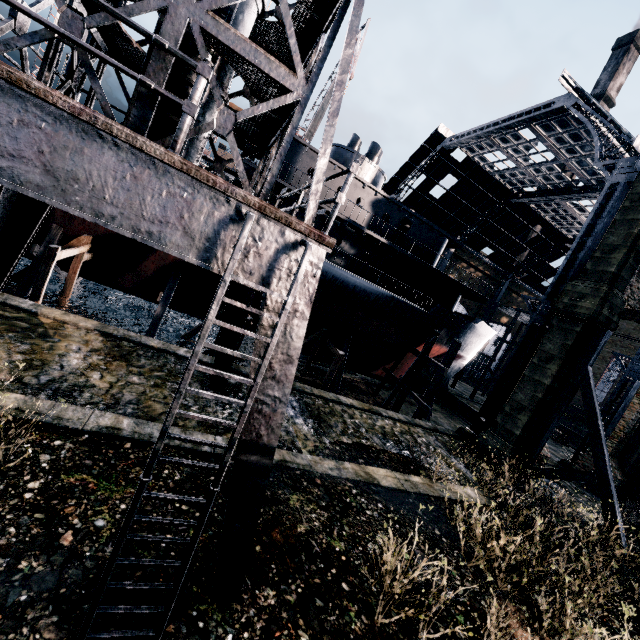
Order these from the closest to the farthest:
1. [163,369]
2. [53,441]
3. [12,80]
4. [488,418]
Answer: [12,80], [53,441], [163,369], [488,418]

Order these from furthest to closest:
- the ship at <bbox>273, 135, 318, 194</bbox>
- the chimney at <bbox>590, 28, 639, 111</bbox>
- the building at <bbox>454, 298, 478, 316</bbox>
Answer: the chimney at <bbox>590, 28, 639, 111</bbox> → the building at <bbox>454, 298, 478, 316</bbox> → the ship at <bbox>273, 135, 318, 194</bbox>

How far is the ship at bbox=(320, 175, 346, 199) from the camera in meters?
21.8

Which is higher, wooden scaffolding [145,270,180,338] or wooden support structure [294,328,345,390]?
wooden support structure [294,328,345,390]

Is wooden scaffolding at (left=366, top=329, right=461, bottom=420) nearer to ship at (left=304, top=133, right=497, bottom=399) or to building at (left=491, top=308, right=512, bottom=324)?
ship at (left=304, top=133, right=497, bottom=399)

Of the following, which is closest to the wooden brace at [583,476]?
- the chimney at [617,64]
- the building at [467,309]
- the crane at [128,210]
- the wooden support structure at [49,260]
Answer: the building at [467,309]

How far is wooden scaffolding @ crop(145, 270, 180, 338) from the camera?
18.4m

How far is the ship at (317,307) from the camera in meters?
22.0 m
